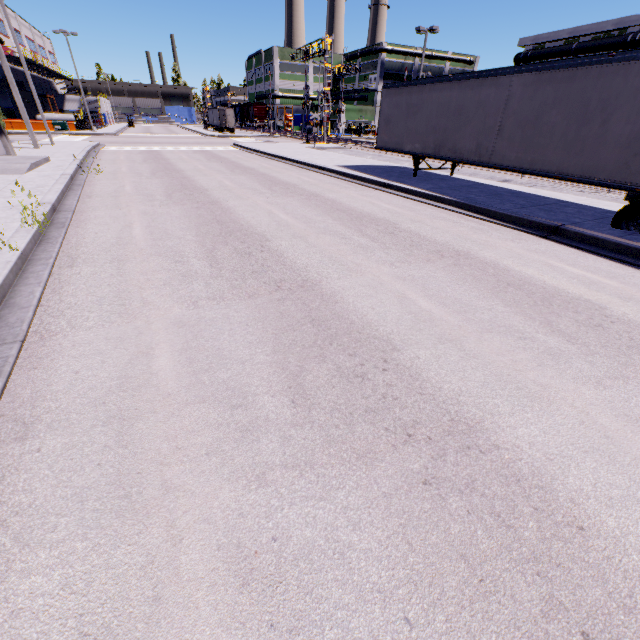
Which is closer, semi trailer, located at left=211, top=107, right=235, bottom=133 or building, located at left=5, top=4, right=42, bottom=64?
building, located at left=5, top=4, right=42, bottom=64

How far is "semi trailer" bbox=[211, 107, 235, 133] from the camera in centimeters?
5384cm

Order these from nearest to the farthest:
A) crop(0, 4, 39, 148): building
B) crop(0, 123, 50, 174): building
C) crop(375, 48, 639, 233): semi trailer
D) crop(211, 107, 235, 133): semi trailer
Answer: crop(375, 48, 639, 233): semi trailer → crop(0, 123, 50, 174): building → crop(0, 4, 39, 148): building → crop(211, 107, 235, 133): semi trailer

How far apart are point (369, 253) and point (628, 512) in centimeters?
546cm

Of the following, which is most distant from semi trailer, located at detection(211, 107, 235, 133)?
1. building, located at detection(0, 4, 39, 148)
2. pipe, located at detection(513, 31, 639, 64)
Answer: pipe, located at detection(513, 31, 639, 64)

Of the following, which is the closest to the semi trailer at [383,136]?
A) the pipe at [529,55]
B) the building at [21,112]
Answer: the building at [21,112]
